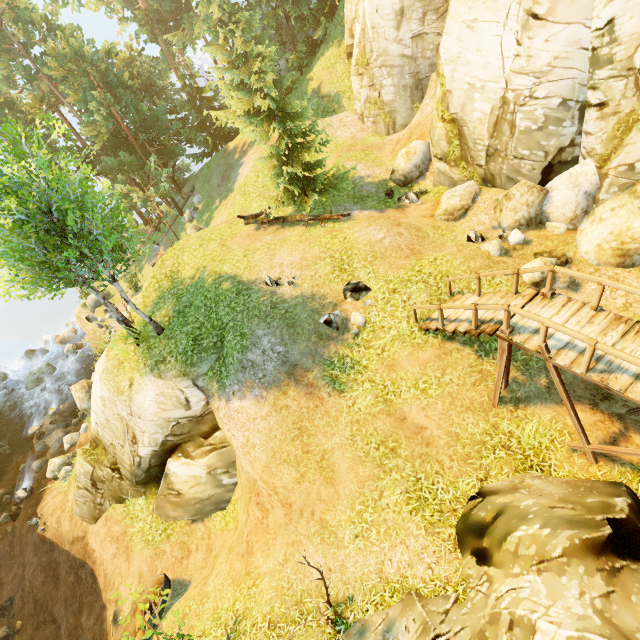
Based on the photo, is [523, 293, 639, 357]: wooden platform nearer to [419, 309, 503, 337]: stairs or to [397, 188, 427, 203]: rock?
[419, 309, 503, 337]: stairs

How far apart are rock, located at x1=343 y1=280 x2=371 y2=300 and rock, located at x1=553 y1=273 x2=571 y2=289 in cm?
551

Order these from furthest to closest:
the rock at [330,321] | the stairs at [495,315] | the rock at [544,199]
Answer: the rock at [330,321], the rock at [544,199], the stairs at [495,315]

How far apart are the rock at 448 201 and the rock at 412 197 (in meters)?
0.93

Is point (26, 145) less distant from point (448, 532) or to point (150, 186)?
point (150, 186)

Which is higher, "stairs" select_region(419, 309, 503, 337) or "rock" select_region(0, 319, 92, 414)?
"stairs" select_region(419, 309, 503, 337)

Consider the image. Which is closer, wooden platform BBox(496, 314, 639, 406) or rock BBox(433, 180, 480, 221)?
wooden platform BBox(496, 314, 639, 406)

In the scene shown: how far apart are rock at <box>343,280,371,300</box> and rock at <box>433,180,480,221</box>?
4.7 meters
